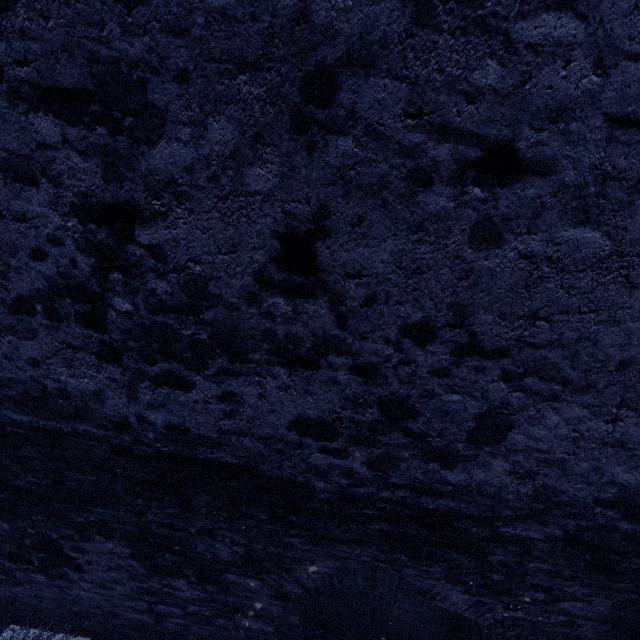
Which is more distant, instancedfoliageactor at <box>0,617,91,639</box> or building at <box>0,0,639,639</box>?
instancedfoliageactor at <box>0,617,91,639</box>

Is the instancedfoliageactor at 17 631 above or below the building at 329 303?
below

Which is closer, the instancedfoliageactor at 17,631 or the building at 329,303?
the building at 329,303

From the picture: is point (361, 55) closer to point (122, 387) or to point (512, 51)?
point (512, 51)

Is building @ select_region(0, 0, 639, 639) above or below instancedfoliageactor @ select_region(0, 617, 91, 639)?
above
